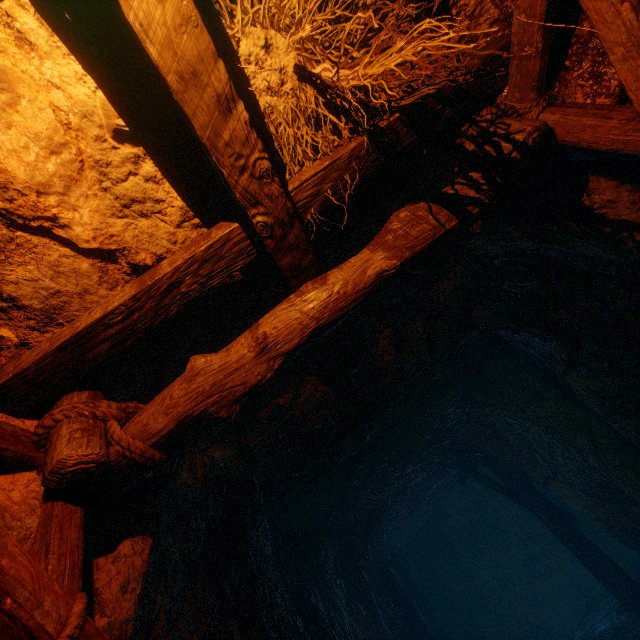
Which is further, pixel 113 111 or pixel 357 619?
pixel 357 619
